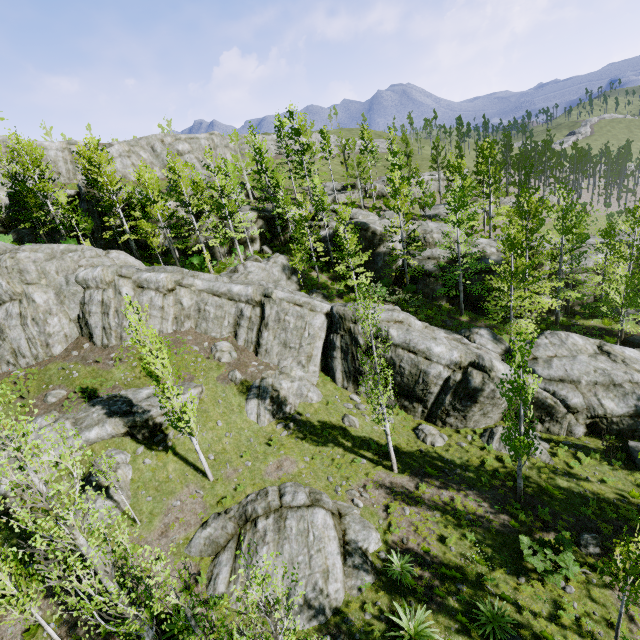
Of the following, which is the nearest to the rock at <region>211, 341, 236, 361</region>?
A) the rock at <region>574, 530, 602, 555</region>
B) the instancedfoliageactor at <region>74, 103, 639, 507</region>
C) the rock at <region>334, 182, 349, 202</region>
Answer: the instancedfoliageactor at <region>74, 103, 639, 507</region>

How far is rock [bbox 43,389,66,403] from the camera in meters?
19.3 m

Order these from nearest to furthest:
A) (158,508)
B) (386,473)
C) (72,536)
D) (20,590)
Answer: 1. (72,536)
2. (20,590)
3. (158,508)
4. (386,473)

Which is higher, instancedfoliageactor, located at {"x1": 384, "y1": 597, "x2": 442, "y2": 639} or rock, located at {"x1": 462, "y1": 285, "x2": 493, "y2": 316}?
rock, located at {"x1": 462, "y1": 285, "x2": 493, "y2": 316}

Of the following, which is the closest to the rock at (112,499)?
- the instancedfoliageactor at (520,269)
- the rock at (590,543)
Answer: the instancedfoliageactor at (520,269)

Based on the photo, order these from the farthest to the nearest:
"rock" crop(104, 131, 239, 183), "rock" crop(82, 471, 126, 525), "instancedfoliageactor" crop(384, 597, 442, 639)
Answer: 1. "rock" crop(104, 131, 239, 183)
2. "rock" crop(82, 471, 126, 525)
3. "instancedfoliageactor" crop(384, 597, 442, 639)

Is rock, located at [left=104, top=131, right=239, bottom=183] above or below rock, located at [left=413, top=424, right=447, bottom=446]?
above

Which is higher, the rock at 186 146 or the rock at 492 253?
the rock at 186 146
